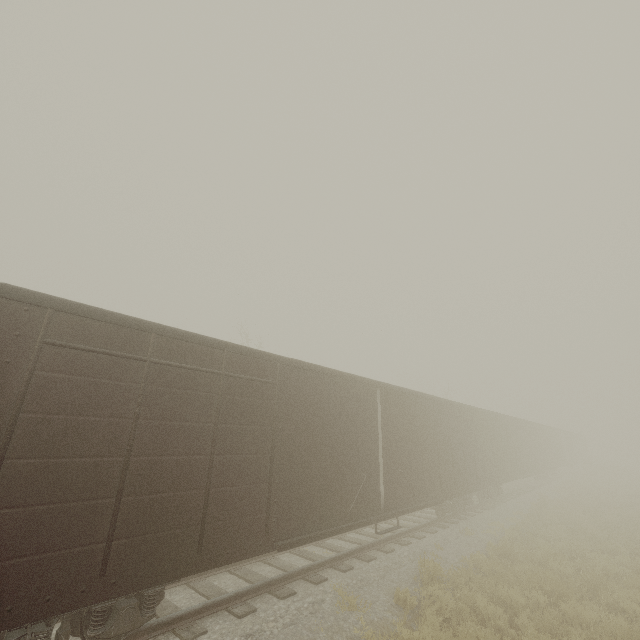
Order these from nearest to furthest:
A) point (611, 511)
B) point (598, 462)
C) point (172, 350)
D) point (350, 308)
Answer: point (172, 350) → point (611, 511) → point (350, 308) → point (598, 462)
